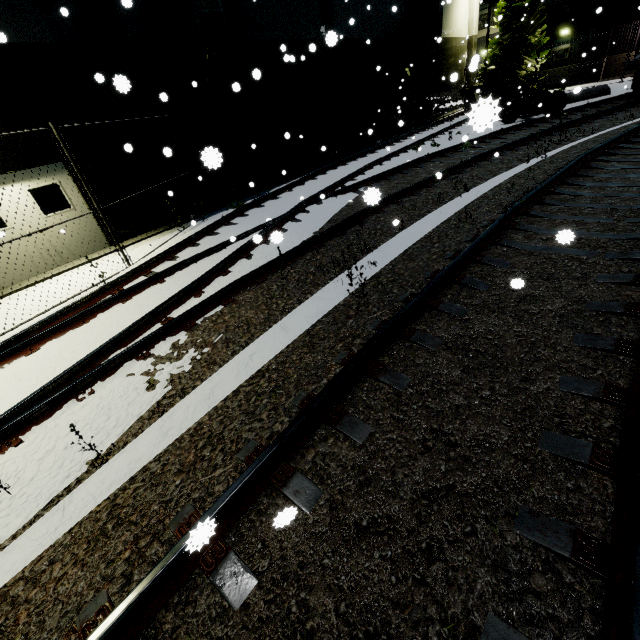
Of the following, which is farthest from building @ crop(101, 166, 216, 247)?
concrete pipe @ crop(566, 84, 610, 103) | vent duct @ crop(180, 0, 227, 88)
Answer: concrete pipe @ crop(566, 84, 610, 103)

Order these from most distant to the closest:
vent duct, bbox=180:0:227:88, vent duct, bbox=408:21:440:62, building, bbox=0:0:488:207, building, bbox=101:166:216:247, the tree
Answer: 1. the tree
2. vent duct, bbox=408:21:440:62
3. building, bbox=101:166:216:247
4. vent duct, bbox=180:0:227:88
5. building, bbox=0:0:488:207

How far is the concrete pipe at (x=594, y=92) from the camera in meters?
18.4

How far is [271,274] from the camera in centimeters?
575cm

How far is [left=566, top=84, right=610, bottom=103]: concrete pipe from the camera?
18.4m

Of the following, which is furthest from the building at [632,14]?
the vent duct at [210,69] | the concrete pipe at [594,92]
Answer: the concrete pipe at [594,92]

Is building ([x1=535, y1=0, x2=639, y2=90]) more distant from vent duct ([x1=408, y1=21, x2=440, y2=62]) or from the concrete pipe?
the concrete pipe

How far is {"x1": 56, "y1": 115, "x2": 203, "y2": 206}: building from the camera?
9.1m
